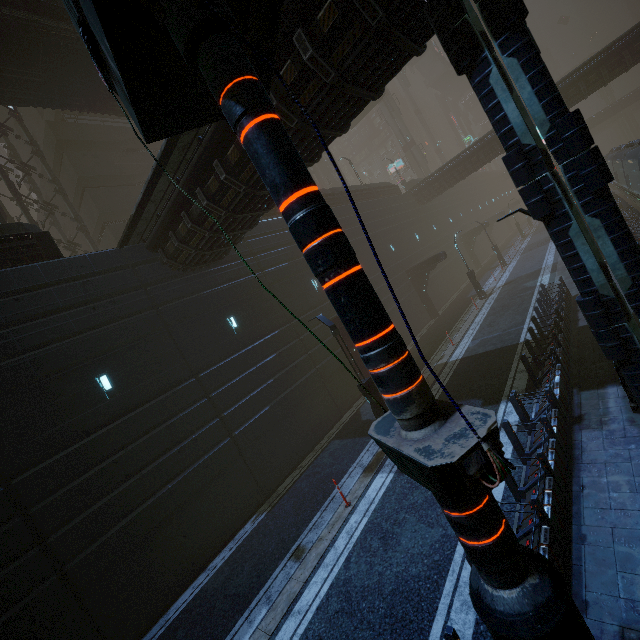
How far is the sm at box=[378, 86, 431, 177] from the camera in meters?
52.1

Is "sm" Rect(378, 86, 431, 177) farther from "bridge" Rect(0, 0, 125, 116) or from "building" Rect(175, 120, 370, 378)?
"bridge" Rect(0, 0, 125, 116)

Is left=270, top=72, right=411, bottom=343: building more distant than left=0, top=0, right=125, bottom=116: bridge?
No

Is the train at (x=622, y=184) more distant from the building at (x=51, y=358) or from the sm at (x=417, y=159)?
the sm at (x=417, y=159)

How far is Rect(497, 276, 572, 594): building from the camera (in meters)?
5.51

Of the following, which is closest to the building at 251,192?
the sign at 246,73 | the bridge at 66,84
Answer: the sign at 246,73

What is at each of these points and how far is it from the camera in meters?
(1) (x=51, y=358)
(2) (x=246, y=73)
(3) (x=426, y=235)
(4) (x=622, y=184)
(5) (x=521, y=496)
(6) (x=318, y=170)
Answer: (1) building, 10.2 m
(2) sign, 1.8 m
(3) building, 34.8 m
(4) train, 28.7 m
(5) building, 6.9 m
(6) building, 45.6 m
